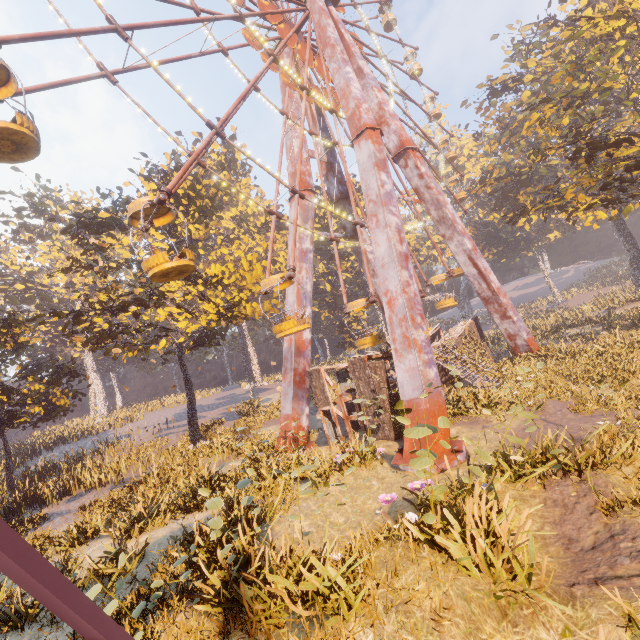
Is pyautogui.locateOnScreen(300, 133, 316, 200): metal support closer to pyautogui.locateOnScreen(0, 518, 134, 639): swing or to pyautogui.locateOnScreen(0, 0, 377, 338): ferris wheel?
pyautogui.locateOnScreen(0, 0, 377, 338): ferris wheel

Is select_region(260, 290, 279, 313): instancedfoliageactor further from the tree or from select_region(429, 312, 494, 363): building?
the tree

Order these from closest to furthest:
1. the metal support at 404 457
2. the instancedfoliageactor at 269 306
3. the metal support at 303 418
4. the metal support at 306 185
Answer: the metal support at 404 457, the metal support at 303 418, the metal support at 306 185, the instancedfoliageactor at 269 306

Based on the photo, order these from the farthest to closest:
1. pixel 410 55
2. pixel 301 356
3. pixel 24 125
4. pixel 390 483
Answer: pixel 410 55
pixel 301 356
pixel 390 483
pixel 24 125

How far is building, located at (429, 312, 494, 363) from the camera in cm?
1877

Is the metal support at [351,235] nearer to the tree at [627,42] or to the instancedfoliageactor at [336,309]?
the instancedfoliageactor at [336,309]

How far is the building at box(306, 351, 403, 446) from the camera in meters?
13.9

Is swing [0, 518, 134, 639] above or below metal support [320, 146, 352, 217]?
below
